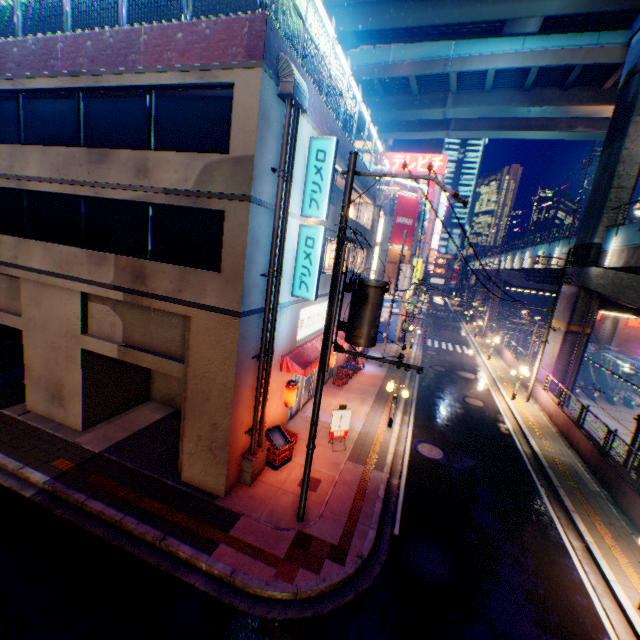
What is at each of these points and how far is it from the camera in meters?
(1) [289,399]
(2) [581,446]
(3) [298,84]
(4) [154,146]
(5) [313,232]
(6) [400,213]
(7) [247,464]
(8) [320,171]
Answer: (1) street lamp, 11.8 m
(2) concrete block, 15.0 m
(3) ventilation tube, 8.3 m
(4) building, 9.6 m
(5) sign, 11.0 m
(6) billboard, 28.7 m
(7) ventilation tube, 10.3 m
(8) sign, 10.6 m

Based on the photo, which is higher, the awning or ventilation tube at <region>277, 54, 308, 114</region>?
ventilation tube at <region>277, 54, 308, 114</region>

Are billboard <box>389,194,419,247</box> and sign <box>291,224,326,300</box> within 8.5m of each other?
no

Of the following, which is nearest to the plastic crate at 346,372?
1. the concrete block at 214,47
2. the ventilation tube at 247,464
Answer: the ventilation tube at 247,464

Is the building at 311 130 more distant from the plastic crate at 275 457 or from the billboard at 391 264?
the billboard at 391 264

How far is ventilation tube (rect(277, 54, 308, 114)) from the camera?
8.07m

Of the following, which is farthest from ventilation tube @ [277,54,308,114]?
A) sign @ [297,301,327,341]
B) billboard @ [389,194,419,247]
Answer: billboard @ [389,194,419,247]

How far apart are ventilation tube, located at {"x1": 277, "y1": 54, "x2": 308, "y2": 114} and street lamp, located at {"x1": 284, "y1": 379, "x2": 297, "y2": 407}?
8.4m
